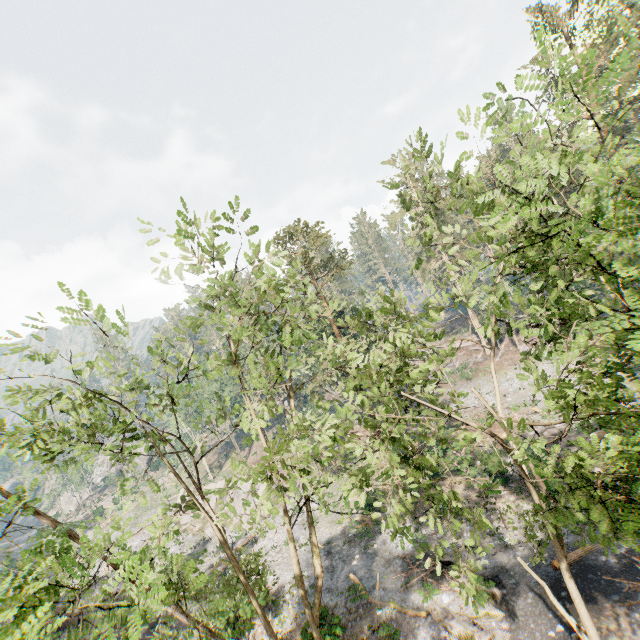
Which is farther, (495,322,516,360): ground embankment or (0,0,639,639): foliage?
(495,322,516,360): ground embankment

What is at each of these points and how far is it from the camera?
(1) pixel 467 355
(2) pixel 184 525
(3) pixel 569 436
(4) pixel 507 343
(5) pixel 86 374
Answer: (1) ground embankment, 49.7 meters
(2) rock, 40.5 meters
(3) foliage, 25.6 meters
(4) ground embankment, 46.4 meters
(5) foliage, 8.6 meters

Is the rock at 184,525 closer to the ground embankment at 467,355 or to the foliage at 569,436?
the foliage at 569,436

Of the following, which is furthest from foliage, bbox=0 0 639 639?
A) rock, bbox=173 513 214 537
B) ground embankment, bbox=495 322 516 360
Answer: rock, bbox=173 513 214 537

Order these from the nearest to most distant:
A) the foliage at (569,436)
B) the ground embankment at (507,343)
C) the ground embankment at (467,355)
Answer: the foliage at (569,436) < the ground embankment at (507,343) < the ground embankment at (467,355)

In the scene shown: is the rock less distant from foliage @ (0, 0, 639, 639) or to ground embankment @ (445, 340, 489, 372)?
foliage @ (0, 0, 639, 639)
